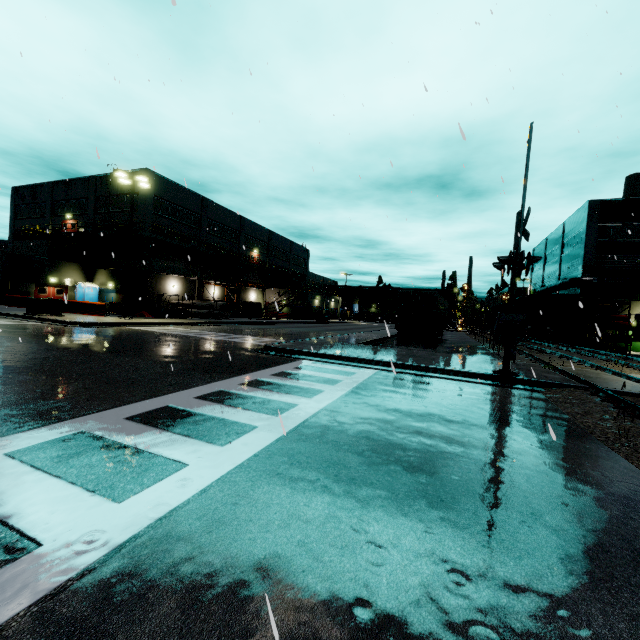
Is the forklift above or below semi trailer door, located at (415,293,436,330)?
below

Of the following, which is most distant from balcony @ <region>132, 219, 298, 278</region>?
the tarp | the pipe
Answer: the pipe

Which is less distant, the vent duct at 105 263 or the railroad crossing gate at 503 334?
the railroad crossing gate at 503 334

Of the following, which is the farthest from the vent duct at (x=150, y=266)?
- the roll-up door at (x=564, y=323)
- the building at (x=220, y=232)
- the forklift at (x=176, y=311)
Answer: the roll-up door at (x=564, y=323)

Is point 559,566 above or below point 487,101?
below

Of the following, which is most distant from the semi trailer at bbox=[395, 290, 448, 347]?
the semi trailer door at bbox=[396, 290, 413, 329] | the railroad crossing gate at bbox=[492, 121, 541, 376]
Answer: the railroad crossing gate at bbox=[492, 121, 541, 376]

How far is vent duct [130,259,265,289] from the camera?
32.5m

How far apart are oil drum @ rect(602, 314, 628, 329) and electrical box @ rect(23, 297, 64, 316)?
40.0m
